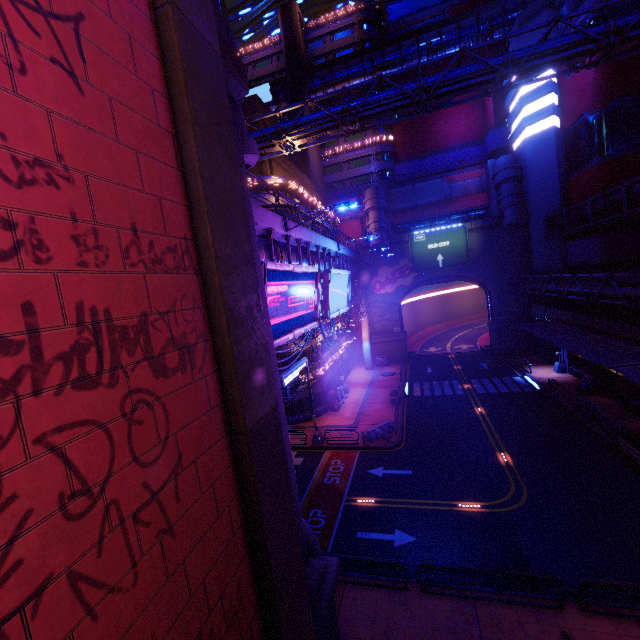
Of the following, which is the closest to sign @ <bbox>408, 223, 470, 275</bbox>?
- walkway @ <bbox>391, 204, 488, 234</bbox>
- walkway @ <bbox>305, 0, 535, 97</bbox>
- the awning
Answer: walkway @ <bbox>391, 204, 488, 234</bbox>

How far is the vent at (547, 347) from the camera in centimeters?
3725cm

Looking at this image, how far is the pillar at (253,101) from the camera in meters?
29.3 m

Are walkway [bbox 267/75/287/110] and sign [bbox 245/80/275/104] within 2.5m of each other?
yes

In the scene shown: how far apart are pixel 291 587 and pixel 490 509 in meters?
15.3 m

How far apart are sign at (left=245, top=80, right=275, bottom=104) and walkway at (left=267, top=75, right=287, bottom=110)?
0.0 meters

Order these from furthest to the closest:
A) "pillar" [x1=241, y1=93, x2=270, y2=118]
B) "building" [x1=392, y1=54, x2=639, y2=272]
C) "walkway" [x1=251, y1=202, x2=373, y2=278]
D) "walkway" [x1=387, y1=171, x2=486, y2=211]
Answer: "walkway" [x1=387, y1=171, x2=486, y2=211]
"building" [x1=392, y1=54, x2=639, y2=272]
"pillar" [x1=241, y1=93, x2=270, y2=118]
"walkway" [x1=251, y1=202, x2=373, y2=278]

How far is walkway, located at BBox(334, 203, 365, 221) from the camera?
48.9 meters
